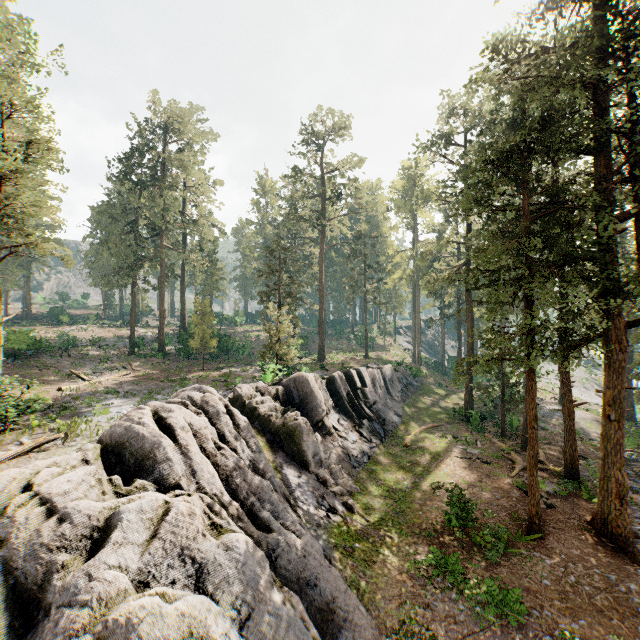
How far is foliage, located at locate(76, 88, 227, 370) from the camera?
36.09m

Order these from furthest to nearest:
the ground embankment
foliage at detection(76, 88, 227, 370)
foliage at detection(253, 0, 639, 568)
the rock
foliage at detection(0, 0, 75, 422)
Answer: foliage at detection(76, 88, 227, 370) < the ground embankment < foliage at detection(0, 0, 75, 422) < foliage at detection(253, 0, 639, 568) < the rock

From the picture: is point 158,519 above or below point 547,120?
below

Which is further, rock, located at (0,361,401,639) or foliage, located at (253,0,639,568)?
foliage, located at (253,0,639,568)

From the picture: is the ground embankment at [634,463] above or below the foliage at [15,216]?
below

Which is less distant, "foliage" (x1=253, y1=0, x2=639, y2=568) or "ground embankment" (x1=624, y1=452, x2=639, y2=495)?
"foliage" (x1=253, y1=0, x2=639, y2=568)

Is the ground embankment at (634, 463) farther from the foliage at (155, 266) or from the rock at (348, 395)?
the rock at (348, 395)
